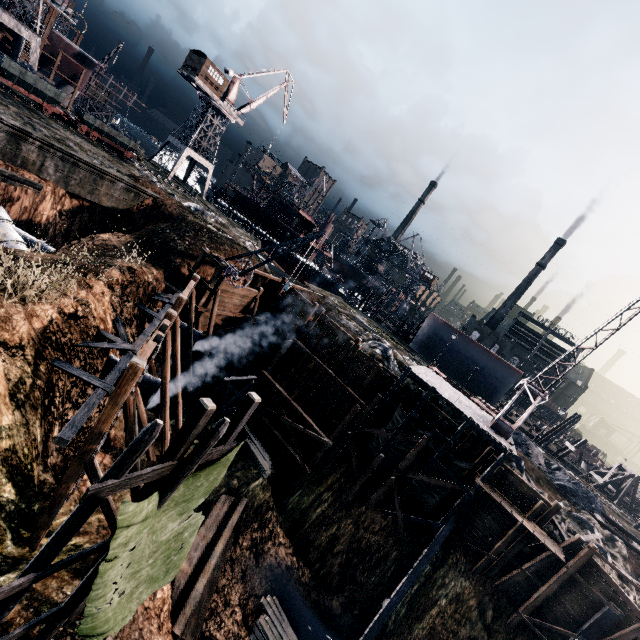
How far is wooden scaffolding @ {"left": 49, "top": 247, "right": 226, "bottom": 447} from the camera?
11.00m

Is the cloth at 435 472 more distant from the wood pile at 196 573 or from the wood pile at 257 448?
the wood pile at 196 573

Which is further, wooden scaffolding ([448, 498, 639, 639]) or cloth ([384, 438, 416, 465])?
cloth ([384, 438, 416, 465])

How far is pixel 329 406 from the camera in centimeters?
2878cm

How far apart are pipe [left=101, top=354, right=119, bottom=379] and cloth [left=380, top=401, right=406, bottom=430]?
16.04m

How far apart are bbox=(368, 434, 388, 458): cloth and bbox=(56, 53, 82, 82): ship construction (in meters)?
61.33

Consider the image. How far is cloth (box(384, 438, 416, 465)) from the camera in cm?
2428

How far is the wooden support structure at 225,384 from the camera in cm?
2370
